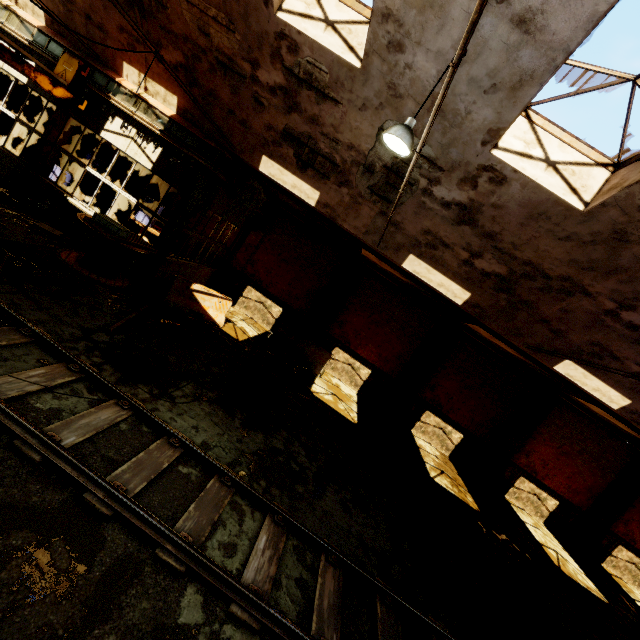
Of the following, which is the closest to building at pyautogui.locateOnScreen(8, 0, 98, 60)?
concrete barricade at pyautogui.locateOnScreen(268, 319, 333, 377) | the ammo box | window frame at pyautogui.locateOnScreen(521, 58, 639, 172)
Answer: window frame at pyautogui.locateOnScreen(521, 58, 639, 172)

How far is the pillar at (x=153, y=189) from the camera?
14.9m

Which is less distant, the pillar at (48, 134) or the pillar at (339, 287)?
the pillar at (48, 134)

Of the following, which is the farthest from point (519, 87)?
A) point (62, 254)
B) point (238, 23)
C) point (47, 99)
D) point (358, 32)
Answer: point (47, 99)

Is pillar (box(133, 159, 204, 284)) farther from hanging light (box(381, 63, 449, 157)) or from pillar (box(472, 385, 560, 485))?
pillar (box(472, 385, 560, 485))

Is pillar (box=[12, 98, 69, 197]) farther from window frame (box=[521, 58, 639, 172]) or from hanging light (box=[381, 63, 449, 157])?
window frame (box=[521, 58, 639, 172])

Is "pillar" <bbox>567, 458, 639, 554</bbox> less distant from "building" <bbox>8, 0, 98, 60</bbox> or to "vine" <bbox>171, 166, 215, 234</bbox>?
"building" <bbox>8, 0, 98, 60</bbox>

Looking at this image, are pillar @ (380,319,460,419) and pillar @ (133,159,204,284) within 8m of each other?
no
